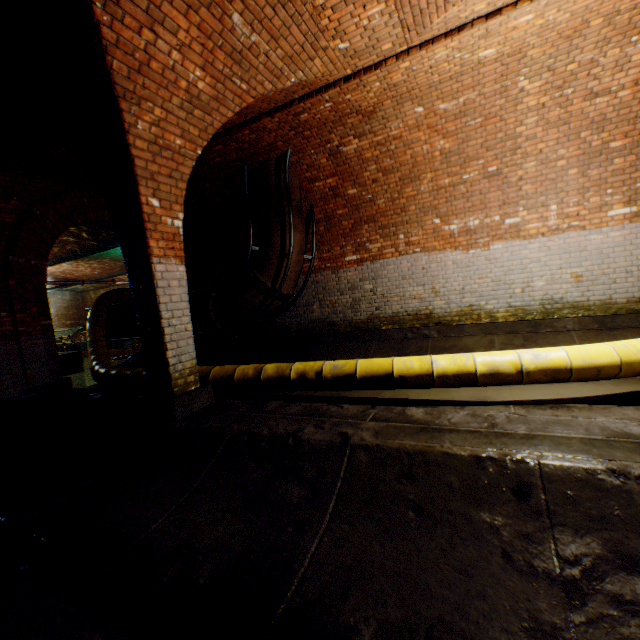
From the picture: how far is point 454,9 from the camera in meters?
3.6 m

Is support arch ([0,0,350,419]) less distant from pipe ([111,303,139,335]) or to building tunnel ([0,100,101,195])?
building tunnel ([0,100,101,195])

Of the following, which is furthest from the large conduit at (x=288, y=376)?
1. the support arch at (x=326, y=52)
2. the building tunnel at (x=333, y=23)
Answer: the support arch at (x=326, y=52)

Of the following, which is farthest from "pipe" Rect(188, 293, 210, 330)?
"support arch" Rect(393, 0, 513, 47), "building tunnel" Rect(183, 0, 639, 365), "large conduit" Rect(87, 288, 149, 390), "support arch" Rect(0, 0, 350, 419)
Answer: "support arch" Rect(393, 0, 513, 47)

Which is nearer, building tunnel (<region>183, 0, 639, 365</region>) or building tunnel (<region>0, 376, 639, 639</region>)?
building tunnel (<region>0, 376, 639, 639</region>)

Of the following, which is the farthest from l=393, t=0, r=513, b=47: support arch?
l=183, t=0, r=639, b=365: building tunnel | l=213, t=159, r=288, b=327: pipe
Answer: l=213, t=159, r=288, b=327: pipe

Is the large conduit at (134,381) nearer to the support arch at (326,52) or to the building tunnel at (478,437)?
the building tunnel at (478,437)

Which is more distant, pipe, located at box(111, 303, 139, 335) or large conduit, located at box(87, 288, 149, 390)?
pipe, located at box(111, 303, 139, 335)
